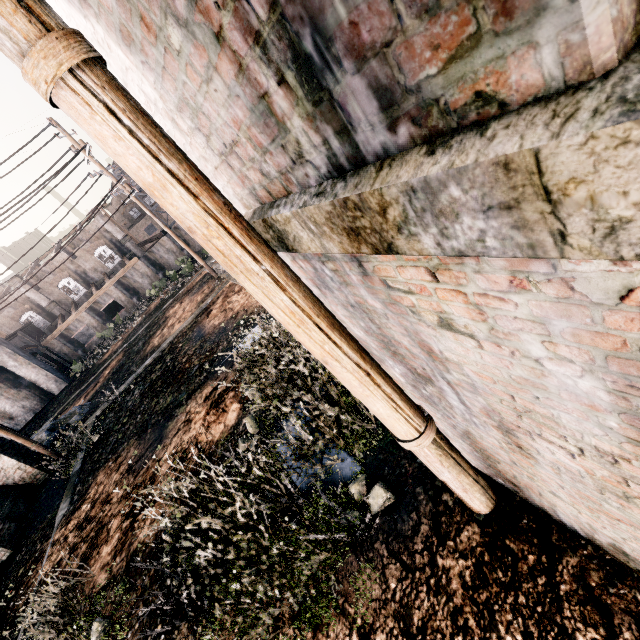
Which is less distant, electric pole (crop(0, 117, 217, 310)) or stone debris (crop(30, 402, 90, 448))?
electric pole (crop(0, 117, 217, 310))

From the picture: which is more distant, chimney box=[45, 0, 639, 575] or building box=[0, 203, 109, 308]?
building box=[0, 203, 109, 308]

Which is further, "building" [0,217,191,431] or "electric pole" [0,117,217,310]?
"building" [0,217,191,431]

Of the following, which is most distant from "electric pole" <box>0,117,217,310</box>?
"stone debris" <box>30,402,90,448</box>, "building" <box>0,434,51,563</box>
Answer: "stone debris" <box>30,402,90,448</box>

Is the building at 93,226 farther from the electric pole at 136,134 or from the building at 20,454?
the electric pole at 136,134

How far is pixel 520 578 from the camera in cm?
328

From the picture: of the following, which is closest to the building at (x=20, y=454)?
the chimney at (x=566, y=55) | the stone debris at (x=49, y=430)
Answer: the stone debris at (x=49, y=430)

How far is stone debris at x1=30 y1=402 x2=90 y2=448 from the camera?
19.47m
